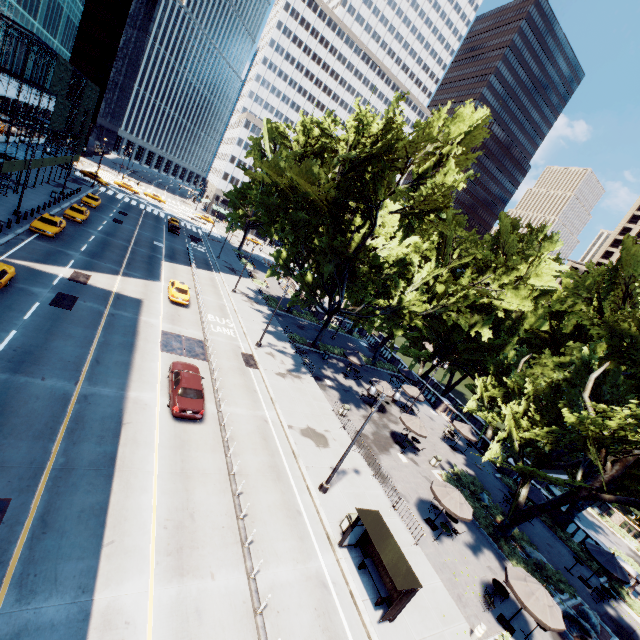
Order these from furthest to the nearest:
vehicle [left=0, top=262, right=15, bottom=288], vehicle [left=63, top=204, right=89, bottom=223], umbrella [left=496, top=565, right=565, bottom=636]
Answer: vehicle [left=63, top=204, right=89, bottom=223] → vehicle [left=0, top=262, right=15, bottom=288] → umbrella [left=496, top=565, right=565, bottom=636]

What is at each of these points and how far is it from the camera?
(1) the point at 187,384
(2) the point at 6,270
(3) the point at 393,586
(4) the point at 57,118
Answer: (1) vehicle, 18.77m
(2) vehicle, 20.47m
(3) bus stop, 13.81m
(4) scaffolding, 40.81m

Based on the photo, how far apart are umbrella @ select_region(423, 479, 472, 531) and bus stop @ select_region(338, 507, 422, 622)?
5.66m

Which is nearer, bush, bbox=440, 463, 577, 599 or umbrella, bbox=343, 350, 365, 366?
bush, bbox=440, 463, 577, 599

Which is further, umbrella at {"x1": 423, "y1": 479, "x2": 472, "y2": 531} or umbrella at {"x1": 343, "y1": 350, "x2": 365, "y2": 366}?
umbrella at {"x1": 343, "y1": 350, "x2": 365, "y2": 366}

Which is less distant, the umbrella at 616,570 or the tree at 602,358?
the tree at 602,358

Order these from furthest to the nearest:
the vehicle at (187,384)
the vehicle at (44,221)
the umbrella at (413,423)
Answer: the vehicle at (44,221), the umbrella at (413,423), the vehicle at (187,384)

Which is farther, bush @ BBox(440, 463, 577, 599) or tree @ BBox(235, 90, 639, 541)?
bush @ BBox(440, 463, 577, 599)
